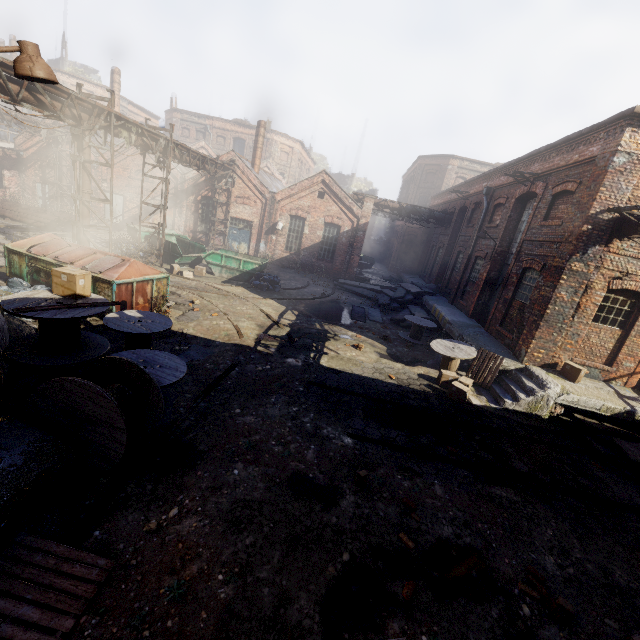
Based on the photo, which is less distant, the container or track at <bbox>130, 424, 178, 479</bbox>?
track at <bbox>130, 424, 178, 479</bbox>

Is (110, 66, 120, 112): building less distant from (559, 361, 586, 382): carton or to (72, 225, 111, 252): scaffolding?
(72, 225, 111, 252): scaffolding

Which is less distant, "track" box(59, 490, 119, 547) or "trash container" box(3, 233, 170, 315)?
"track" box(59, 490, 119, 547)

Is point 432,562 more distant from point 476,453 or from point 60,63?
point 60,63

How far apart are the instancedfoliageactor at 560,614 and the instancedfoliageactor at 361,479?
2.43m

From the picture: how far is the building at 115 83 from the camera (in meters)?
28.71

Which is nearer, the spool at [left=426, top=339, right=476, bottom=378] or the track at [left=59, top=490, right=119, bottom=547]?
the track at [left=59, top=490, right=119, bottom=547]

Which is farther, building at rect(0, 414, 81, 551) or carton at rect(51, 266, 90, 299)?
carton at rect(51, 266, 90, 299)
